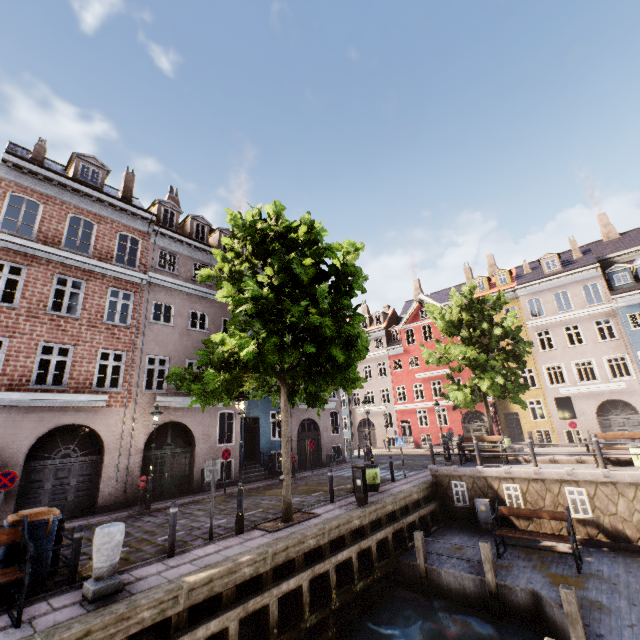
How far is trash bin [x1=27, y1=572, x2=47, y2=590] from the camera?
6.2 meters

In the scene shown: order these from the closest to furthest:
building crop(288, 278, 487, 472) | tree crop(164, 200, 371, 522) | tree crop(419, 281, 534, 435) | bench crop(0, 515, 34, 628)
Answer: bench crop(0, 515, 34, 628), tree crop(164, 200, 371, 522), tree crop(419, 281, 534, 435), building crop(288, 278, 487, 472)

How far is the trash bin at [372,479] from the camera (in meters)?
13.13

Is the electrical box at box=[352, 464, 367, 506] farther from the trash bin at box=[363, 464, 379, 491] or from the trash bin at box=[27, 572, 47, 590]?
the trash bin at box=[27, 572, 47, 590]

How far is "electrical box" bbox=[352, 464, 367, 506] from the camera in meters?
10.9

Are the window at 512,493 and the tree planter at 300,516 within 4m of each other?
no

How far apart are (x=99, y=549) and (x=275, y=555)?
3.6 meters

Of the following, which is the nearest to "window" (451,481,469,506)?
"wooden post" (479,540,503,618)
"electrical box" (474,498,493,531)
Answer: "electrical box" (474,498,493,531)
